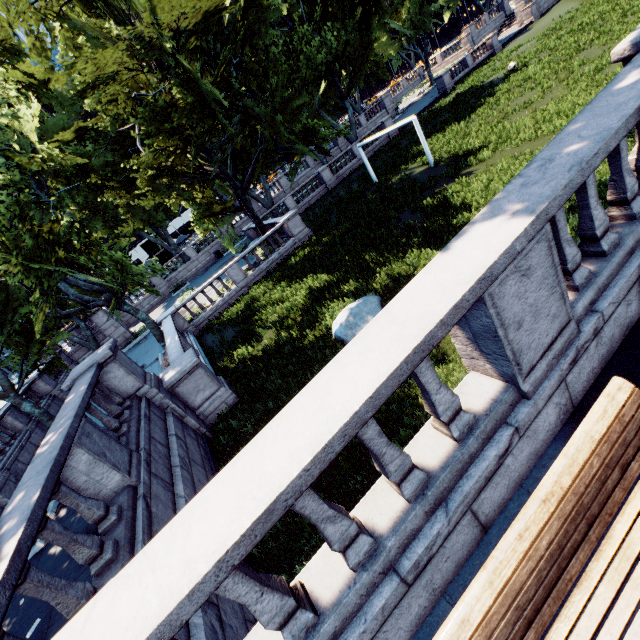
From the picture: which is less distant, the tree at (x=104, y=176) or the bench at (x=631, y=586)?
the bench at (x=631, y=586)

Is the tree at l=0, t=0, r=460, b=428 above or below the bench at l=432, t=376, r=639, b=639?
above

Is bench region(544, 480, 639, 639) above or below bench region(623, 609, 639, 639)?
below

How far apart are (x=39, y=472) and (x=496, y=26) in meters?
77.1 m

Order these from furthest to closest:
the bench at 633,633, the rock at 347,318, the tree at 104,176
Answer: the tree at 104,176, the rock at 347,318, the bench at 633,633

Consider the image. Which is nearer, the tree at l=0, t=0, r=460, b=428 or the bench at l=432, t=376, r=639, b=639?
the bench at l=432, t=376, r=639, b=639

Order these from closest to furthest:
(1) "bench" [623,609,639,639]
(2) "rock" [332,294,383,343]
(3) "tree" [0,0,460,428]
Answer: (1) "bench" [623,609,639,639], (2) "rock" [332,294,383,343], (3) "tree" [0,0,460,428]

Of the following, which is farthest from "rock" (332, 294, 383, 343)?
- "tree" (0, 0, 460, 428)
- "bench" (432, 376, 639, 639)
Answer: "tree" (0, 0, 460, 428)
